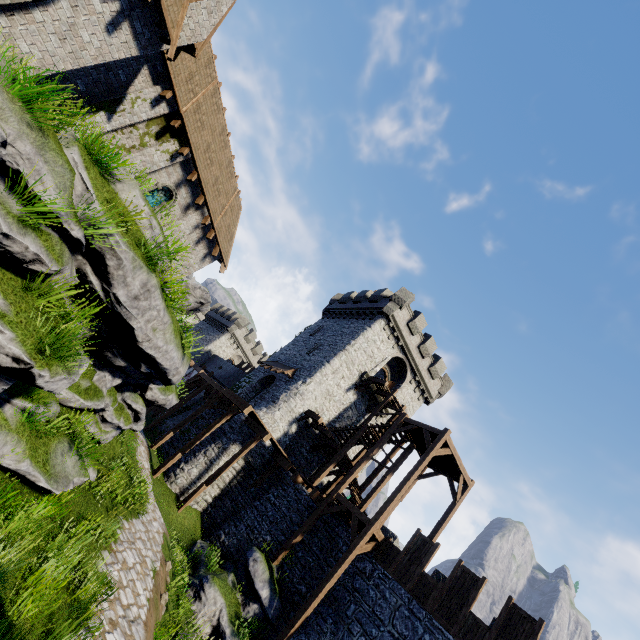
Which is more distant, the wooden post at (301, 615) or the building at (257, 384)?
the building at (257, 384)

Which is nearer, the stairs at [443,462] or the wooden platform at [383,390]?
the stairs at [443,462]

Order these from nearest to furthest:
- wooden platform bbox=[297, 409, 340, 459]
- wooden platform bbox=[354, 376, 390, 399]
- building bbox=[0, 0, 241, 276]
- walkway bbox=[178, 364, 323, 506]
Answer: building bbox=[0, 0, 241, 276], walkway bbox=[178, 364, 323, 506], wooden platform bbox=[297, 409, 340, 459], wooden platform bbox=[354, 376, 390, 399]

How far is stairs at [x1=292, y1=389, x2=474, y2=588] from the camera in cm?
1425

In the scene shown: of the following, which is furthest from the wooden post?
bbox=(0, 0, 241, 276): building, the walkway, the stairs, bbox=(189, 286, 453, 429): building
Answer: bbox=(0, 0, 241, 276): building

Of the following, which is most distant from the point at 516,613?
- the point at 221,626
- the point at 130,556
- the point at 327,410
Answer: the point at 327,410

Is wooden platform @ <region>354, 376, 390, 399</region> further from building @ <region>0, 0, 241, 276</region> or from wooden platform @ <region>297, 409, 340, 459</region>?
building @ <region>0, 0, 241, 276</region>

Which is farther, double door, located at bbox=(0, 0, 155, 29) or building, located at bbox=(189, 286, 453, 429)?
building, located at bbox=(189, 286, 453, 429)
